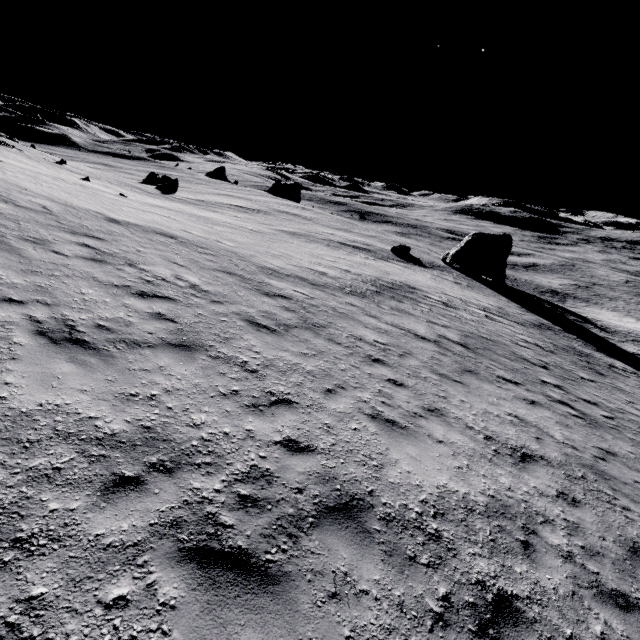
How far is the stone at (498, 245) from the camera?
40.69m

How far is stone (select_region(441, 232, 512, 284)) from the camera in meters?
40.7

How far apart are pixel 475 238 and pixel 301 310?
39.3 meters
